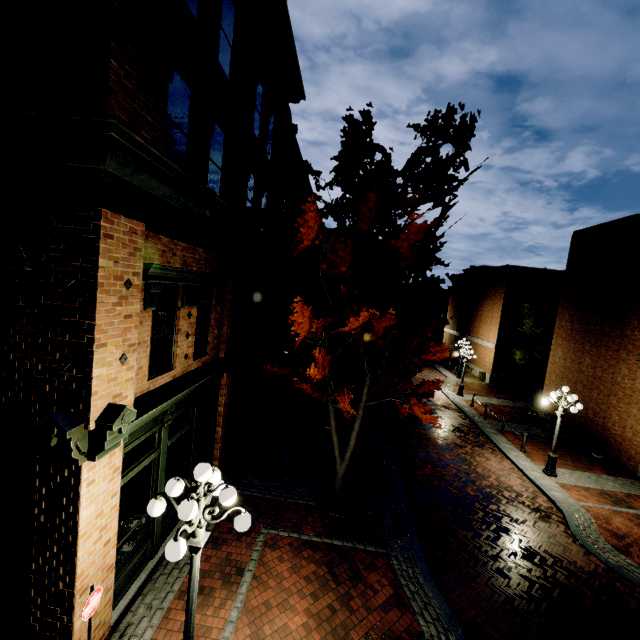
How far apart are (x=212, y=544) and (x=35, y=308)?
6.5 meters

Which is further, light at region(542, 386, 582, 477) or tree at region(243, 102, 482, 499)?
light at region(542, 386, 582, 477)

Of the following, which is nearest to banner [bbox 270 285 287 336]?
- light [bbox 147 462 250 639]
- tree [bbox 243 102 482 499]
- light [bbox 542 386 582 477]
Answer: tree [bbox 243 102 482 499]

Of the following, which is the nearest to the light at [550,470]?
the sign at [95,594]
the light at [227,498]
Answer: the light at [227,498]

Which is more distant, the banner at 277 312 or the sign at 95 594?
the banner at 277 312

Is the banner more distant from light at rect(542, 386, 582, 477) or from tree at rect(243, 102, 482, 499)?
light at rect(542, 386, 582, 477)

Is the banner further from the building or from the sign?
the sign

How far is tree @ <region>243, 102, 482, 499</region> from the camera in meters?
7.6
